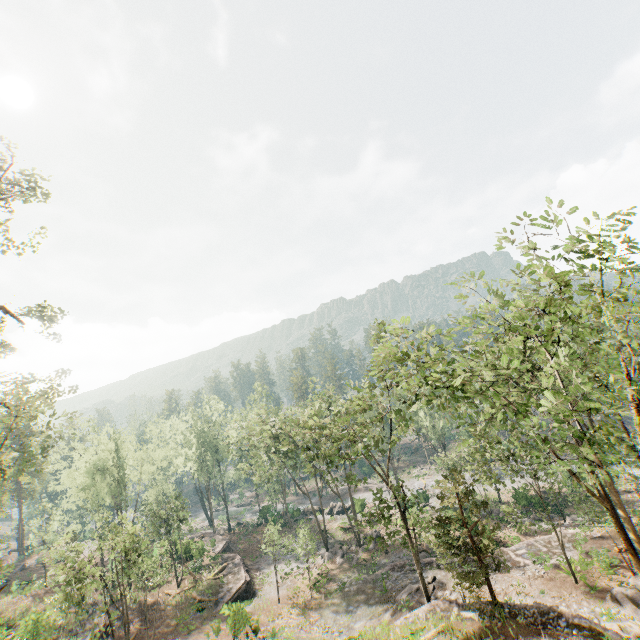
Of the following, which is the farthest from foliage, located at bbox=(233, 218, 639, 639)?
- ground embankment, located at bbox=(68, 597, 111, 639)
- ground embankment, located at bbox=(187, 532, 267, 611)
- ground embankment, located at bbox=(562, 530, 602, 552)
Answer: ground embankment, located at bbox=(187, 532, 267, 611)

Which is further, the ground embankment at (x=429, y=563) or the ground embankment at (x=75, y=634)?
the ground embankment at (x=429, y=563)

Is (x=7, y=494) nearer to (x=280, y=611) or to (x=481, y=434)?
(x=280, y=611)

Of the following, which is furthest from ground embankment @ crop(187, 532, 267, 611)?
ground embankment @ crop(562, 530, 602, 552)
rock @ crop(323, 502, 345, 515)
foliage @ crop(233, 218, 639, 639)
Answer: foliage @ crop(233, 218, 639, 639)

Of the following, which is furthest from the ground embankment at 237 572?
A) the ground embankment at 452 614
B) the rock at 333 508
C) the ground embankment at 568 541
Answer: the ground embankment at 452 614

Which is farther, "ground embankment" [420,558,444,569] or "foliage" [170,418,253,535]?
"foliage" [170,418,253,535]

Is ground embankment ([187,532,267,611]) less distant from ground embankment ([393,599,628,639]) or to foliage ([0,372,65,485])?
foliage ([0,372,65,485])

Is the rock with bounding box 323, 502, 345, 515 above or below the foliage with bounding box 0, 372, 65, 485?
below
